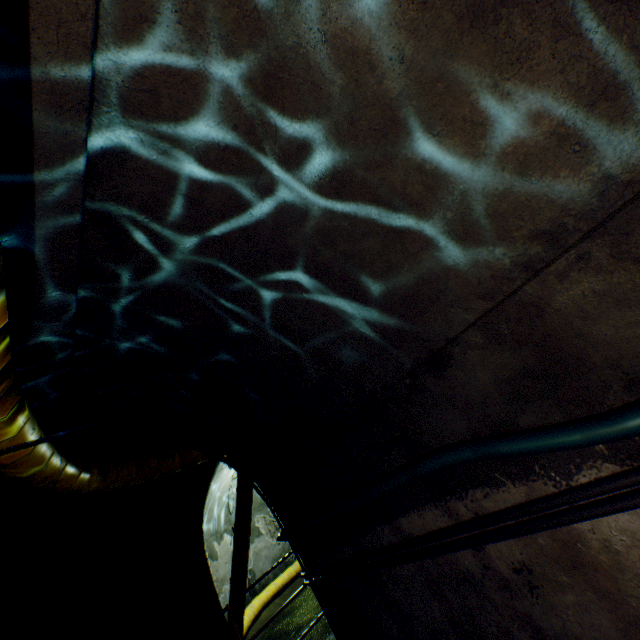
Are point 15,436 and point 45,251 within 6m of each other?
yes

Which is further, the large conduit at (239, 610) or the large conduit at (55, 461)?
the large conduit at (239, 610)

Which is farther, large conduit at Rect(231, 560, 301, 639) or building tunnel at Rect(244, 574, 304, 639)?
building tunnel at Rect(244, 574, 304, 639)

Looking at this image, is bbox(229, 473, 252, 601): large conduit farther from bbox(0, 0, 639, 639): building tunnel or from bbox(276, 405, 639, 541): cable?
bbox(276, 405, 639, 541): cable

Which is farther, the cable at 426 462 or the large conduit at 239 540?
the large conduit at 239 540

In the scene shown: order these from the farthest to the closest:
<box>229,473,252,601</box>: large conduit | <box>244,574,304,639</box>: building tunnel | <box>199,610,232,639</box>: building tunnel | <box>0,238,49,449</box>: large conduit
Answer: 1. <box>244,574,304,639</box>: building tunnel
2. <box>229,473,252,601</box>: large conduit
3. <box>199,610,232,639</box>: building tunnel
4. <box>0,238,49,449</box>: large conduit
